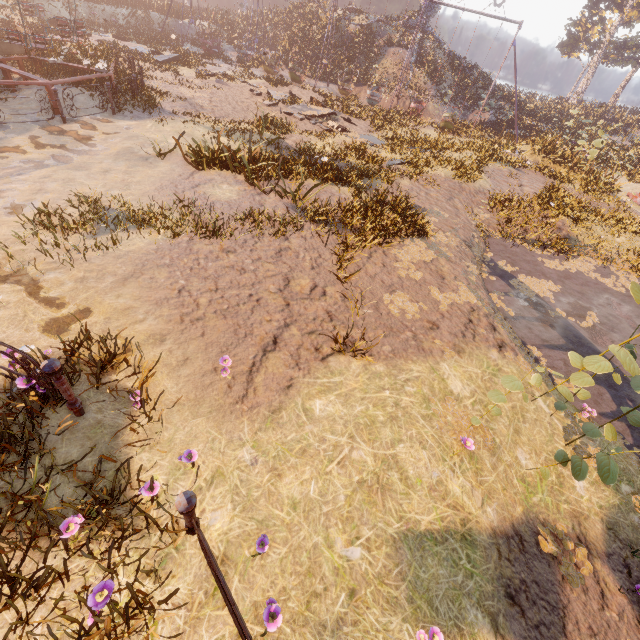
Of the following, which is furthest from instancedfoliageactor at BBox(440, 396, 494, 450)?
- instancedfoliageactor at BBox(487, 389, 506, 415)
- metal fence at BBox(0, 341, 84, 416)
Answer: metal fence at BBox(0, 341, 84, 416)

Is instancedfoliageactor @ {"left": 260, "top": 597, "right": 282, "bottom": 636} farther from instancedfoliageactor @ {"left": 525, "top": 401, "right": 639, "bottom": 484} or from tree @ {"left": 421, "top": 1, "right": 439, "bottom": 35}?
tree @ {"left": 421, "top": 1, "right": 439, "bottom": 35}

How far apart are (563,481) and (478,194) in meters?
11.7 m

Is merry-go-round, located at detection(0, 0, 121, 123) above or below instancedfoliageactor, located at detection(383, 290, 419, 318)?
above

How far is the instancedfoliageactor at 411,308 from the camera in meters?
6.4

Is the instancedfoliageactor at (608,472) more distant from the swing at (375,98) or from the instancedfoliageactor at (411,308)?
the swing at (375,98)

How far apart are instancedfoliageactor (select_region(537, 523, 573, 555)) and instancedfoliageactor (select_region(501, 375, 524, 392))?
2.0 meters

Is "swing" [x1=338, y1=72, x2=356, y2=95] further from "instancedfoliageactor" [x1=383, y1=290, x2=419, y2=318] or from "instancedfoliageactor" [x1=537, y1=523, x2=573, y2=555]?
"instancedfoliageactor" [x1=537, y1=523, x2=573, y2=555]
